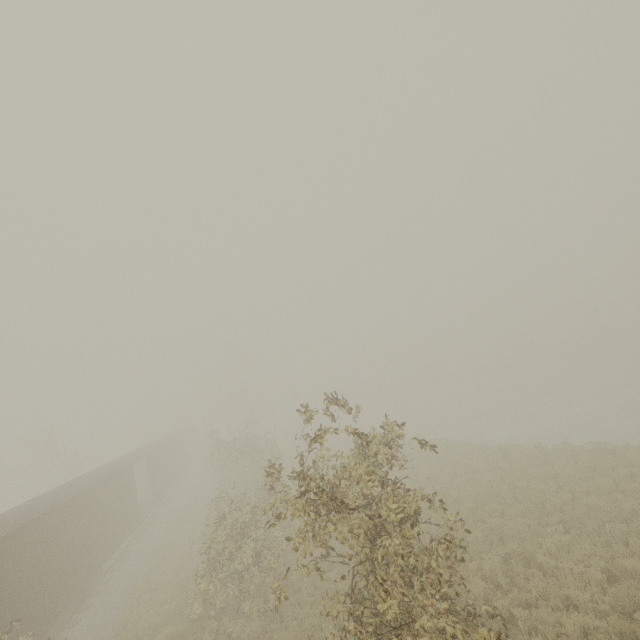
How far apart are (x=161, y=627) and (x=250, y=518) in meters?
4.8

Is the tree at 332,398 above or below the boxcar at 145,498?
above

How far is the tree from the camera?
6.7m

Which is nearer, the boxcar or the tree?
the tree

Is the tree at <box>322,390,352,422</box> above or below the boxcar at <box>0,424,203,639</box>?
above

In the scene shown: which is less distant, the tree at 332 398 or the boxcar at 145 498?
the tree at 332 398
